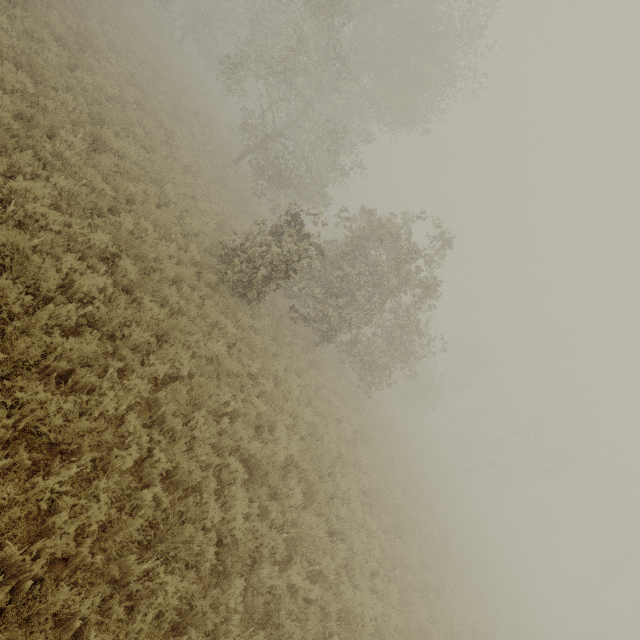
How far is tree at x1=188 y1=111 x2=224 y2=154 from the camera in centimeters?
1875cm

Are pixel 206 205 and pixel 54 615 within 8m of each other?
no

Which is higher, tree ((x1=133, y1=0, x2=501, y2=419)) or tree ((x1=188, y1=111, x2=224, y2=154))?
tree ((x1=133, y1=0, x2=501, y2=419))

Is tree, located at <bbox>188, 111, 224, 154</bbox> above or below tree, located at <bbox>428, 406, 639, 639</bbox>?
below

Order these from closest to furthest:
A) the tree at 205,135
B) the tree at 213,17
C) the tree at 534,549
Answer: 1. the tree at 213,17
2. the tree at 205,135
3. the tree at 534,549

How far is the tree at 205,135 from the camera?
18.8 meters

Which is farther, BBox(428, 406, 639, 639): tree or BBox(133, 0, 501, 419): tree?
BBox(428, 406, 639, 639): tree

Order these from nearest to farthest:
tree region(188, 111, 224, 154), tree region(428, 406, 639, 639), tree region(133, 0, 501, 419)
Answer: tree region(133, 0, 501, 419) < tree region(188, 111, 224, 154) < tree region(428, 406, 639, 639)
